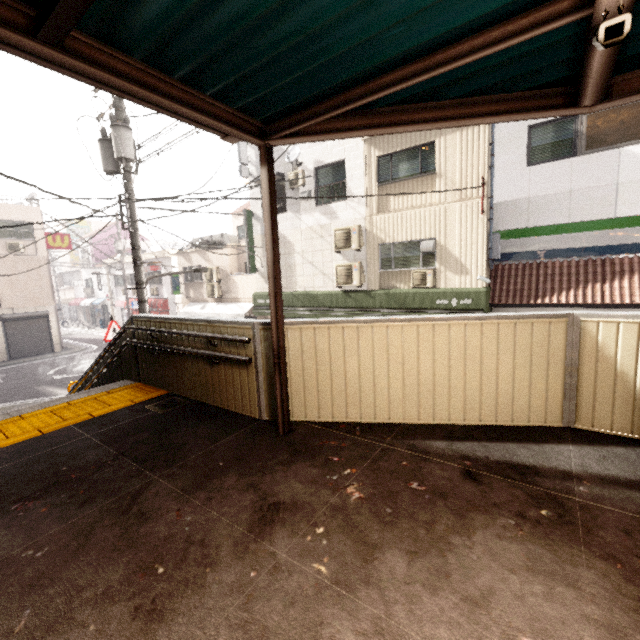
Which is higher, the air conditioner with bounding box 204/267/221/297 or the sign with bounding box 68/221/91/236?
the sign with bounding box 68/221/91/236

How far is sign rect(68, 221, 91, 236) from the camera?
36.7 meters

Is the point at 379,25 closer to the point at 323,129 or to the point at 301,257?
the point at 323,129

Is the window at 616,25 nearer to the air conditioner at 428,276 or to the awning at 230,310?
the air conditioner at 428,276

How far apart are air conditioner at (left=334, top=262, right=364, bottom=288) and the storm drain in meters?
8.3

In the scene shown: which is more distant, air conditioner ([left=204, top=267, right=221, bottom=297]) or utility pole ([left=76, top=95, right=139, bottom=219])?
air conditioner ([left=204, top=267, right=221, bottom=297])

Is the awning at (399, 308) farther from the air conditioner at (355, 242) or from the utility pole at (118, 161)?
the utility pole at (118, 161)

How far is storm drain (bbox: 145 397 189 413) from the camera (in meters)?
4.37
